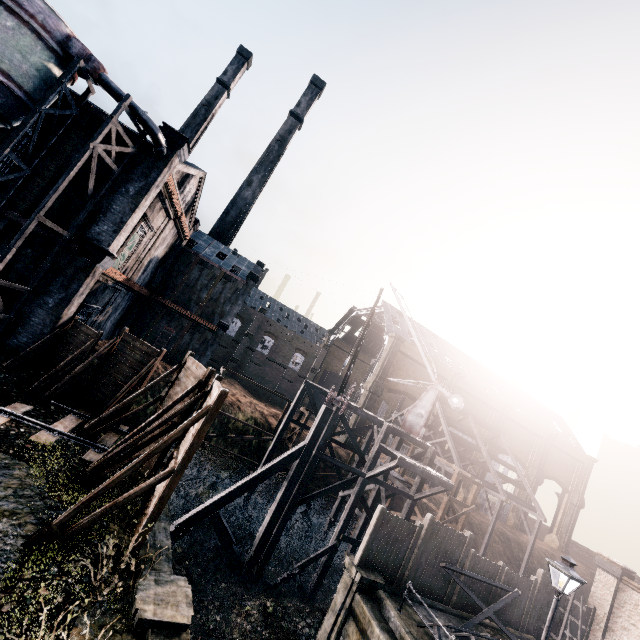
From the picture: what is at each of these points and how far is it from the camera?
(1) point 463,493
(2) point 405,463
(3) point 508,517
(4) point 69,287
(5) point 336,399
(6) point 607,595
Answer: (1) building, 52.12m
(2) wooden scaffolding, 20.16m
(3) building, 55.91m
(4) building, 18.42m
(5) crane, 19.83m
(6) building, 20.20m

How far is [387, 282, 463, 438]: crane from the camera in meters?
24.3 m

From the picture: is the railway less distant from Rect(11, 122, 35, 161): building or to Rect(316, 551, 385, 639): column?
Rect(11, 122, 35, 161): building

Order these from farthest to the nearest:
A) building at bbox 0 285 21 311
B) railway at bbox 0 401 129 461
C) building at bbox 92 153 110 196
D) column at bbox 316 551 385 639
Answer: building at bbox 92 153 110 196 < building at bbox 0 285 21 311 < column at bbox 316 551 385 639 < railway at bbox 0 401 129 461

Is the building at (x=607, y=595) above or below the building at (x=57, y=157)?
below

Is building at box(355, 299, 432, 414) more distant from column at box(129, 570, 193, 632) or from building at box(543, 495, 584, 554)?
column at box(129, 570, 193, 632)

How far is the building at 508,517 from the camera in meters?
54.9

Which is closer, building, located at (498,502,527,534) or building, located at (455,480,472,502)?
building, located at (455,480,472,502)
